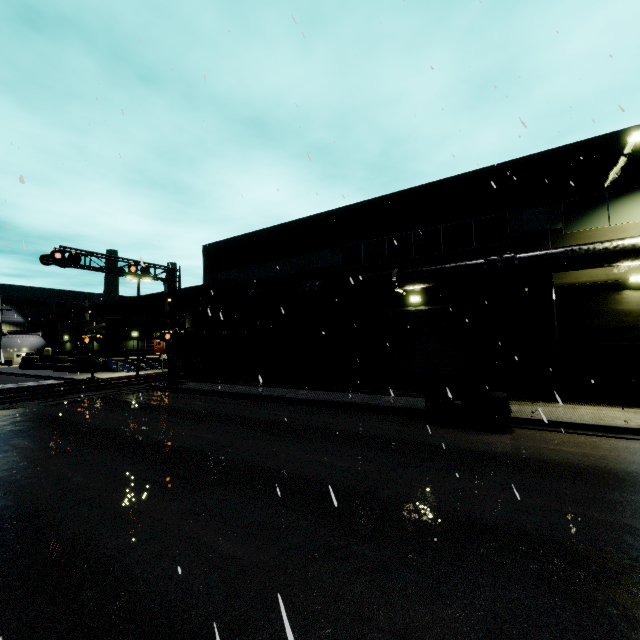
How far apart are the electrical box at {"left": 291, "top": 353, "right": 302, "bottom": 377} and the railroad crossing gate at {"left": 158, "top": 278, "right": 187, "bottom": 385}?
7.27m

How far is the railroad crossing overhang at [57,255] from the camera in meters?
18.5

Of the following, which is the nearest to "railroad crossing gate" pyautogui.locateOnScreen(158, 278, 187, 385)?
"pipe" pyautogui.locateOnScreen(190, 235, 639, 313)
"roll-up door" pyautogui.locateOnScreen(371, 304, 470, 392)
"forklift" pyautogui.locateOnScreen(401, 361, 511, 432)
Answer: "pipe" pyautogui.locateOnScreen(190, 235, 639, 313)

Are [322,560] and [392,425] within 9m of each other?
yes

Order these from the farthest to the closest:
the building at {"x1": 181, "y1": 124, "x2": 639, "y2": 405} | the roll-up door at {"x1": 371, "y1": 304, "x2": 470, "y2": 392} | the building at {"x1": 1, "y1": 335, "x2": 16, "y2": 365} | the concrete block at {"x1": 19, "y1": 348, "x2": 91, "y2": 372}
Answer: the building at {"x1": 1, "y1": 335, "x2": 16, "y2": 365} → the concrete block at {"x1": 19, "y1": 348, "x2": 91, "y2": 372} → the roll-up door at {"x1": 371, "y1": 304, "x2": 470, "y2": 392} → the building at {"x1": 181, "y1": 124, "x2": 639, "y2": 405}

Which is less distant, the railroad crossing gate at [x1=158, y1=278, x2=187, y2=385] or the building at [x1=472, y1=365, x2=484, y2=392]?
the building at [x1=472, y1=365, x2=484, y2=392]

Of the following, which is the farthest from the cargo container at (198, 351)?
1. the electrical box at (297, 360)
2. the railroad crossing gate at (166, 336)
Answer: the electrical box at (297, 360)

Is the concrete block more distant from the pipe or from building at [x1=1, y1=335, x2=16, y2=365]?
the pipe
